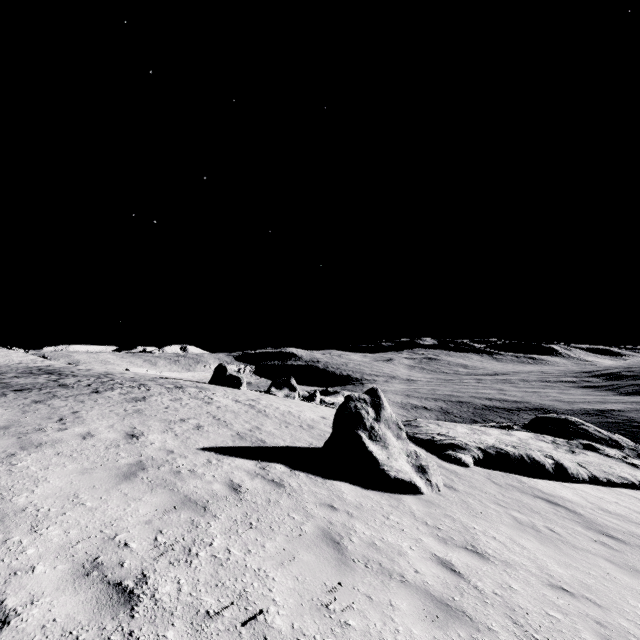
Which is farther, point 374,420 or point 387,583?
point 374,420

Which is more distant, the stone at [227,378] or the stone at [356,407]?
the stone at [227,378]

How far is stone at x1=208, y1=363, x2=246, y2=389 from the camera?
28.02m

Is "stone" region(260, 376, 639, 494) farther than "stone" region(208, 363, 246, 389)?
No

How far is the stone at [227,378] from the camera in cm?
2802
